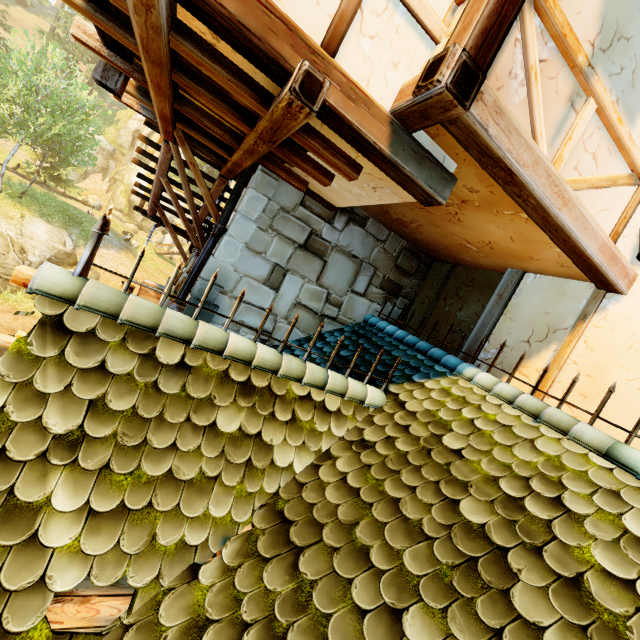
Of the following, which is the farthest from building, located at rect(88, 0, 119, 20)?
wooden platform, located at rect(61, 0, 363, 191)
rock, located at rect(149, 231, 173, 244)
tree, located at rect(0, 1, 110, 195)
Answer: rock, located at rect(149, 231, 173, 244)

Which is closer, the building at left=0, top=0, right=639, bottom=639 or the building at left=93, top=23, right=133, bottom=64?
the building at left=0, top=0, right=639, bottom=639

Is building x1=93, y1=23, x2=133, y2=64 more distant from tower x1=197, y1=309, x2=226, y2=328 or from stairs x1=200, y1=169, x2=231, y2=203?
stairs x1=200, y1=169, x2=231, y2=203

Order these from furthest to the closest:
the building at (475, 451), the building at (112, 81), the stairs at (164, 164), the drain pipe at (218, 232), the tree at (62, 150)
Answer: the tree at (62, 150)
the stairs at (164, 164)
the drain pipe at (218, 232)
the building at (112, 81)
the building at (475, 451)

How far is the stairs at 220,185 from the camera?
5.5m

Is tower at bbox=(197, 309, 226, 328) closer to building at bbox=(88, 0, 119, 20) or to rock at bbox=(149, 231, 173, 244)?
building at bbox=(88, 0, 119, 20)

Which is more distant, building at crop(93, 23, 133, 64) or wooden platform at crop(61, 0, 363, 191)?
building at crop(93, 23, 133, 64)

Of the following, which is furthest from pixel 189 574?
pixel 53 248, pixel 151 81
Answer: pixel 53 248
